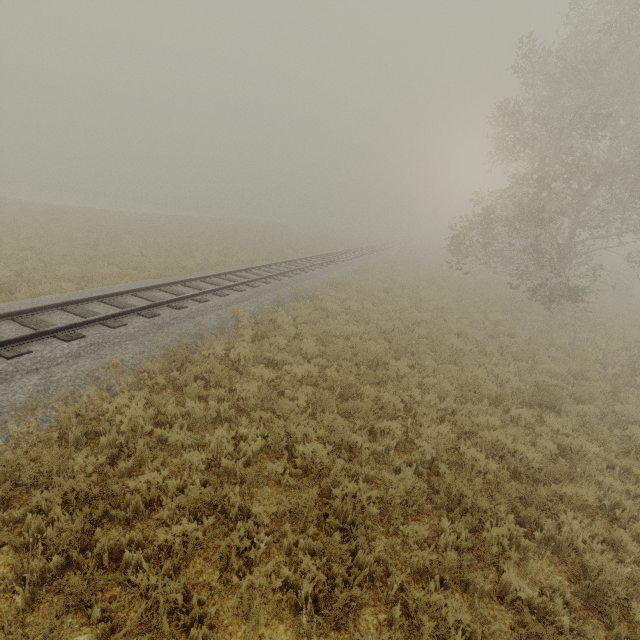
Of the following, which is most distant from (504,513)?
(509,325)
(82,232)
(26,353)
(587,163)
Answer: (82,232)
